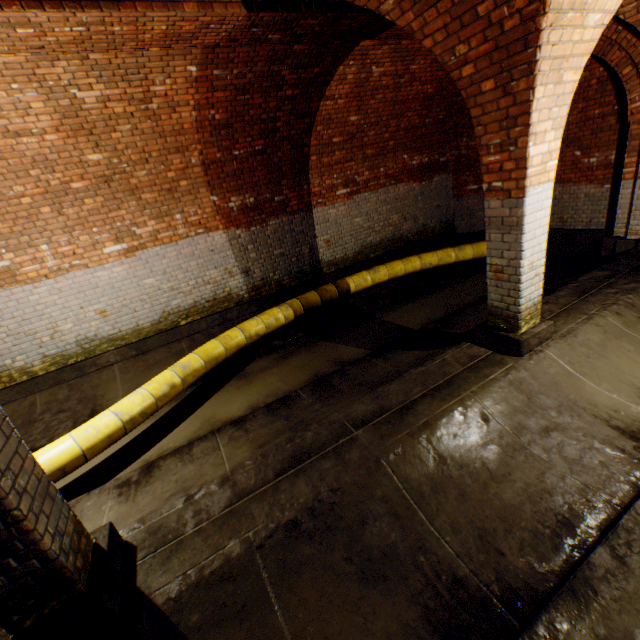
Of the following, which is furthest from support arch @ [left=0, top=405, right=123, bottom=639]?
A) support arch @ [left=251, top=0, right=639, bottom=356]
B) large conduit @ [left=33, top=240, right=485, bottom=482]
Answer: large conduit @ [left=33, top=240, right=485, bottom=482]

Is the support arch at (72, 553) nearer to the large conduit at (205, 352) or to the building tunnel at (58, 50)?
the building tunnel at (58, 50)

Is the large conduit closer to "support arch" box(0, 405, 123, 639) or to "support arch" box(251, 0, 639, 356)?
"support arch" box(0, 405, 123, 639)

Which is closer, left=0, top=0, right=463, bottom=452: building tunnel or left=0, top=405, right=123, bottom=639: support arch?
left=0, top=405, right=123, bottom=639: support arch

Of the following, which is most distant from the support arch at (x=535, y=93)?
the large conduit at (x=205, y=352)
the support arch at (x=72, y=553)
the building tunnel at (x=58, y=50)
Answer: the large conduit at (x=205, y=352)

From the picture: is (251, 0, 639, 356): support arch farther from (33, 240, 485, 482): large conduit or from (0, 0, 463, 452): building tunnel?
(33, 240, 485, 482): large conduit

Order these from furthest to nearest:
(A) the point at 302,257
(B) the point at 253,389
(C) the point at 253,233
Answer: (A) the point at 302,257
(C) the point at 253,233
(B) the point at 253,389
